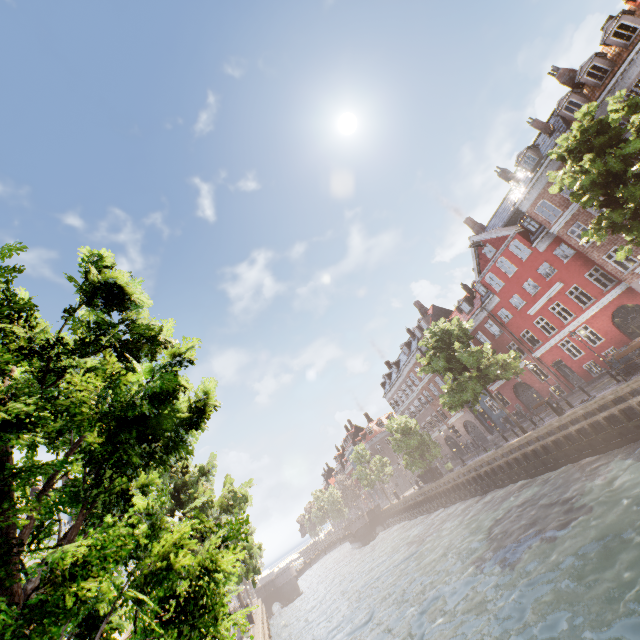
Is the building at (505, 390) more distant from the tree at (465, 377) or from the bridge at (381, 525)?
the bridge at (381, 525)

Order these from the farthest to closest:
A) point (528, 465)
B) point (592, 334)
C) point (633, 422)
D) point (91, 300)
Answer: point (592, 334) → point (528, 465) → point (633, 422) → point (91, 300)

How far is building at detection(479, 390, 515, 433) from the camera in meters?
35.8

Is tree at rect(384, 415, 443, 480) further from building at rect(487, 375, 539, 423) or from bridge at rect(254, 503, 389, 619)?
building at rect(487, 375, 539, 423)

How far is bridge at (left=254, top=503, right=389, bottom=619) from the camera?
41.4m

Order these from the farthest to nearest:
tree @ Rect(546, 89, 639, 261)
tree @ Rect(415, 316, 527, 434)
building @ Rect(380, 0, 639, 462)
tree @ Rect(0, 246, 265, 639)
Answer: tree @ Rect(415, 316, 527, 434) → building @ Rect(380, 0, 639, 462) → tree @ Rect(546, 89, 639, 261) → tree @ Rect(0, 246, 265, 639)

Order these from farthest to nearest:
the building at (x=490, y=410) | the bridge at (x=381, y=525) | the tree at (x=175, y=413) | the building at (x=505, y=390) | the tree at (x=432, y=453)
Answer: the bridge at (x=381, y=525), the building at (x=490, y=410), the tree at (x=432, y=453), the building at (x=505, y=390), the tree at (x=175, y=413)

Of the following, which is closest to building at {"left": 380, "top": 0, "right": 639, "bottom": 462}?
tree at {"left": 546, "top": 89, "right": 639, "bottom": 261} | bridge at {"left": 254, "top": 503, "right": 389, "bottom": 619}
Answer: tree at {"left": 546, "top": 89, "right": 639, "bottom": 261}
